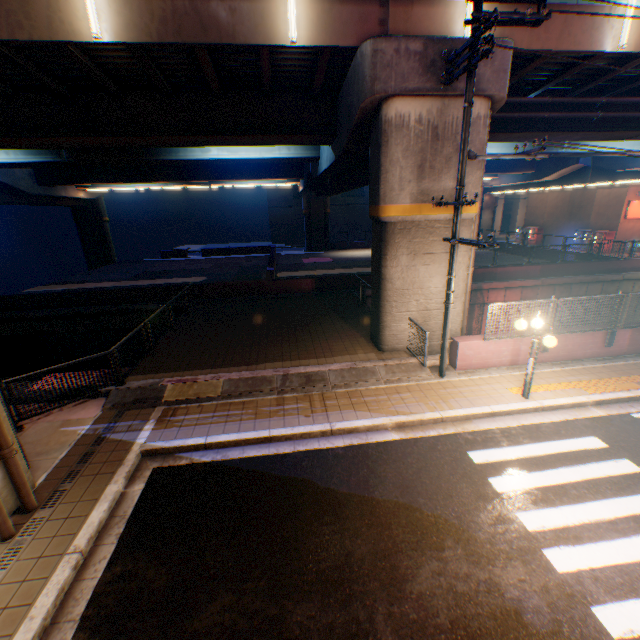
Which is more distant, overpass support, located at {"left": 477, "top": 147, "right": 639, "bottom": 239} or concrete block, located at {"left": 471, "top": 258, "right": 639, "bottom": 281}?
overpass support, located at {"left": 477, "top": 147, "right": 639, "bottom": 239}

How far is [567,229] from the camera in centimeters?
3484cm

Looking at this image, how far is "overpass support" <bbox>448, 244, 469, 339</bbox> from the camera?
10.6m

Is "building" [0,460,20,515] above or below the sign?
below

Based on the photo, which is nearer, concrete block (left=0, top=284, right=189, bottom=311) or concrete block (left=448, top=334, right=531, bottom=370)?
concrete block (left=448, top=334, right=531, bottom=370)

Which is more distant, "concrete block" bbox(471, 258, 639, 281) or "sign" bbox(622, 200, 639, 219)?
"sign" bbox(622, 200, 639, 219)

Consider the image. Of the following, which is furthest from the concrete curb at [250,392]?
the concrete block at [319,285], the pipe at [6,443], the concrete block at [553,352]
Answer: the concrete block at [319,285]

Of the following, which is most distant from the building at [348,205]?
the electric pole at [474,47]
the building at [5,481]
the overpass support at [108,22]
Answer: the building at [5,481]
